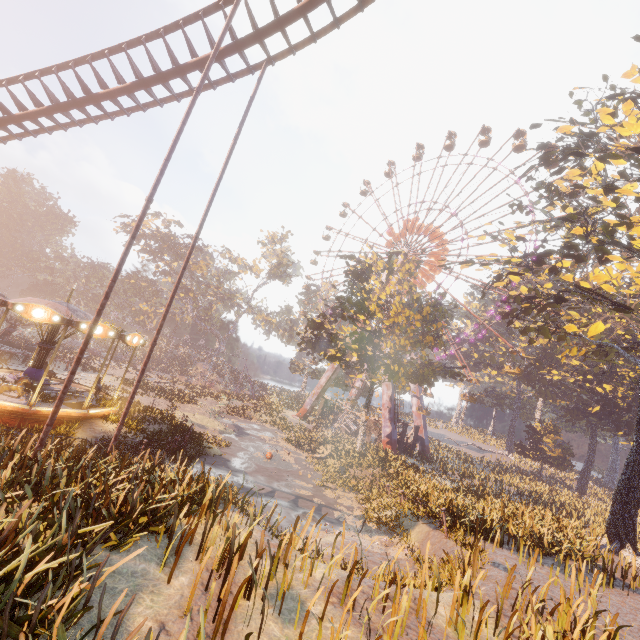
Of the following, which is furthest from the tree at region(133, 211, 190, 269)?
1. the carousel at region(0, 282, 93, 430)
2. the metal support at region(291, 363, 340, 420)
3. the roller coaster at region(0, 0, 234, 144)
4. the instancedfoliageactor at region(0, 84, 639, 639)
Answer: the instancedfoliageactor at region(0, 84, 639, 639)

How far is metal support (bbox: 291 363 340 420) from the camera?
45.44m

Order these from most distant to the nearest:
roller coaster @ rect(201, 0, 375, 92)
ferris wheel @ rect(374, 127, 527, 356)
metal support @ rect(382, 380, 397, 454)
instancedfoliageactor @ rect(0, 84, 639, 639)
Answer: ferris wheel @ rect(374, 127, 527, 356)
metal support @ rect(382, 380, 397, 454)
roller coaster @ rect(201, 0, 375, 92)
instancedfoliageactor @ rect(0, 84, 639, 639)

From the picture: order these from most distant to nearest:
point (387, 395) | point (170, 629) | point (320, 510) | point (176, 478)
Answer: point (387, 395) < point (320, 510) < point (176, 478) < point (170, 629)

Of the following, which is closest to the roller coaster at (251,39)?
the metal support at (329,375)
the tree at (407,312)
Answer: the tree at (407,312)

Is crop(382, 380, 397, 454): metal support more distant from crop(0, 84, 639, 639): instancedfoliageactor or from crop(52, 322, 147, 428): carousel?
crop(52, 322, 147, 428): carousel

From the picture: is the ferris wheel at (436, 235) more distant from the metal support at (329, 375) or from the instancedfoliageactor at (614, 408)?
the instancedfoliageactor at (614, 408)
